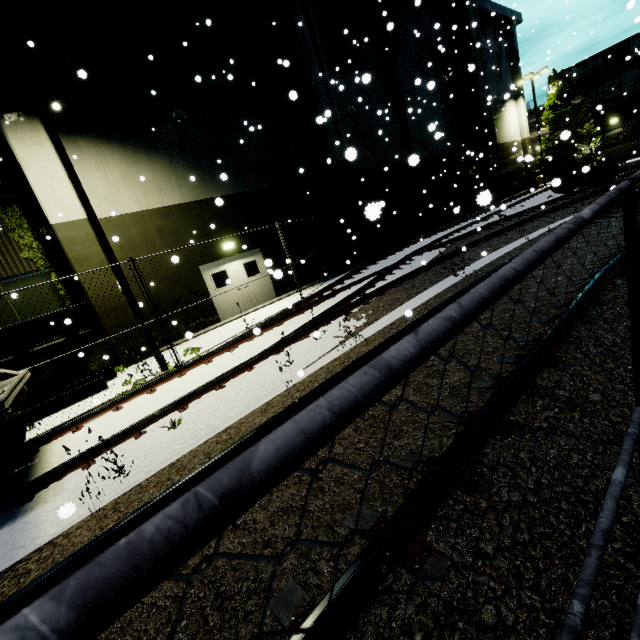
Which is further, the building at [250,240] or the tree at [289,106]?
the tree at [289,106]

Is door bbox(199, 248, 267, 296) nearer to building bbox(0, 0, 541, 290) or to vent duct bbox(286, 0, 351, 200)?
building bbox(0, 0, 541, 290)

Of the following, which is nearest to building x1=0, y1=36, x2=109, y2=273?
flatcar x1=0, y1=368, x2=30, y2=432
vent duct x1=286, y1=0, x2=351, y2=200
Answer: vent duct x1=286, y1=0, x2=351, y2=200

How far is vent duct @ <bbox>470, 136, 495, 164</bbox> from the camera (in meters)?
23.83

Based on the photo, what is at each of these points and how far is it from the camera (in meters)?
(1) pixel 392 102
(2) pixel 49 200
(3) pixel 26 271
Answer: (1) tree, 20.23
(2) building, 9.91
(3) building, 11.24

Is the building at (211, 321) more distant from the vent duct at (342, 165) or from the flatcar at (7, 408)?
the flatcar at (7, 408)

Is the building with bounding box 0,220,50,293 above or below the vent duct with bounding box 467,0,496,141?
below

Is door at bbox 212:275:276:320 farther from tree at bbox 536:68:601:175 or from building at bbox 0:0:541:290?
tree at bbox 536:68:601:175
